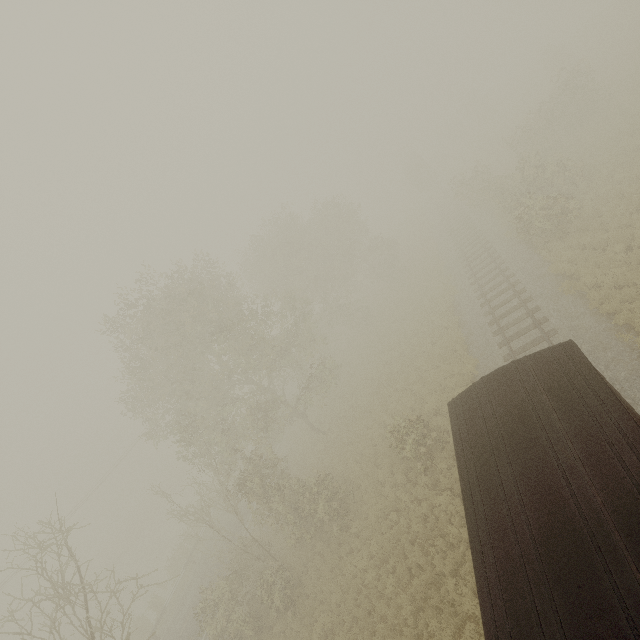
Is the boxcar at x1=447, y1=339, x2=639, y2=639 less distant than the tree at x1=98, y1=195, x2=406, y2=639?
Yes

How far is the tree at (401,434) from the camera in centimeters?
1486cm

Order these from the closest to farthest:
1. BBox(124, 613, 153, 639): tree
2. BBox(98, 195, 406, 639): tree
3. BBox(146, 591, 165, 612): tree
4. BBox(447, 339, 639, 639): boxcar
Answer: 1. BBox(447, 339, 639, 639): boxcar
2. BBox(124, 613, 153, 639): tree
3. BBox(98, 195, 406, 639): tree
4. BBox(146, 591, 165, 612): tree

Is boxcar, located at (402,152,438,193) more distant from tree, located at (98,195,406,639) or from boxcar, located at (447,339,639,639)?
boxcar, located at (447,339,639,639)

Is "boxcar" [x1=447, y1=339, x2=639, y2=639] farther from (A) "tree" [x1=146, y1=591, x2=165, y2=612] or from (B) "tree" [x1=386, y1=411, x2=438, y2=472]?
(A) "tree" [x1=146, y1=591, x2=165, y2=612]

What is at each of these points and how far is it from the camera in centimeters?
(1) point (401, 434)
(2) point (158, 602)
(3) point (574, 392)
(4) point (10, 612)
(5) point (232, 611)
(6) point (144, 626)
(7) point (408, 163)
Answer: (1) tree, 1568cm
(2) tree, 2758cm
(3) boxcar, 650cm
(4) tree, 847cm
(5) tree, 1666cm
(6) tree, 2662cm
(7) boxcar, 5419cm

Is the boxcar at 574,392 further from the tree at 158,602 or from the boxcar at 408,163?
the boxcar at 408,163

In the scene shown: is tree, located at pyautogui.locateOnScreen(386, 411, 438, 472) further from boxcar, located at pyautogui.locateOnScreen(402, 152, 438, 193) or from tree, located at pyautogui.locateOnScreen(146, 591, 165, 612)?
boxcar, located at pyautogui.locateOnScreen(402, 152, 438, 193)
